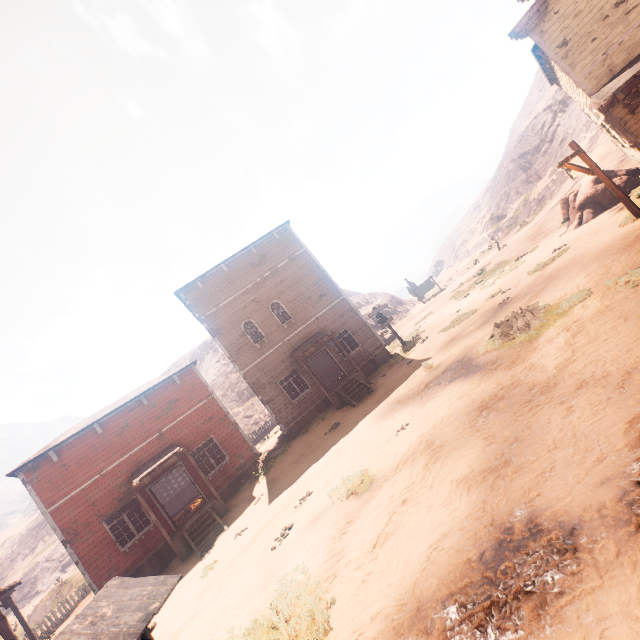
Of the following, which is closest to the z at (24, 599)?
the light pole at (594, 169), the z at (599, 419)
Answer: the z at (599, 419)

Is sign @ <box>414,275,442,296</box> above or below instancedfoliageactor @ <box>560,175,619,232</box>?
above

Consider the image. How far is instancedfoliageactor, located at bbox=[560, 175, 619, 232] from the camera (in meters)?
14.80

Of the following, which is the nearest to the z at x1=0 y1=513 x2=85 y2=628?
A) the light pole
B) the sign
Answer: the sign

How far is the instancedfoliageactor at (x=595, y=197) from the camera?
14.8m

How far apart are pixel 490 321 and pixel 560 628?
10.9m

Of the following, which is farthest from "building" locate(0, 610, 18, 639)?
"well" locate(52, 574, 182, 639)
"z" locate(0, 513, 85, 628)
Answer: "z" locate(0, 513, 85, 628)

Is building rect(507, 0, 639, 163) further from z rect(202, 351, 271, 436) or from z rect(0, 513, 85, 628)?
z rect(0, 513, 85, 628)
